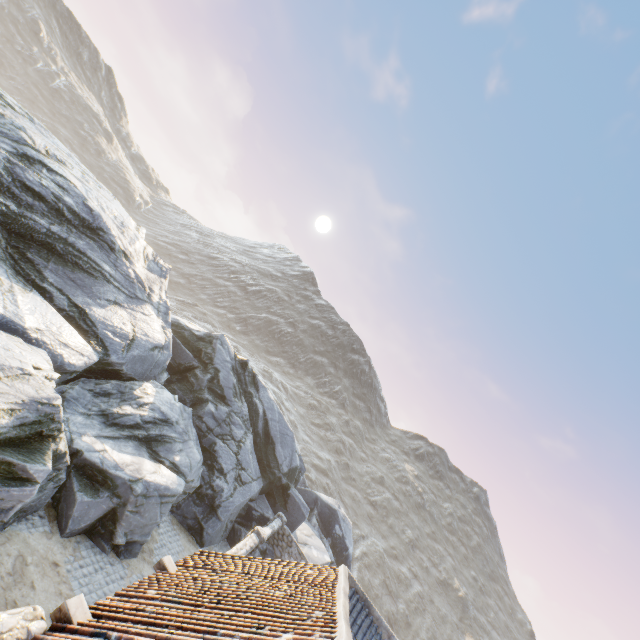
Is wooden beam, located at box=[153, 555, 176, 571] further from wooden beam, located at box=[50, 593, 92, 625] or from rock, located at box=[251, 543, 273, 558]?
rock, located at box=[251, 543, 273, 558]

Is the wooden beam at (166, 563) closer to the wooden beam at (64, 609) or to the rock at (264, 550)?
the wooden beam at (64, 609)

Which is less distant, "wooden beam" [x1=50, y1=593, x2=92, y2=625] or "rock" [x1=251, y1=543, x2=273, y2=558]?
"wooden beam" [x1=50, y1=593, x2=92, y2=625]

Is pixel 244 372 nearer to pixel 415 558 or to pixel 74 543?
pixel 74 543

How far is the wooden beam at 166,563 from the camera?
7.48m

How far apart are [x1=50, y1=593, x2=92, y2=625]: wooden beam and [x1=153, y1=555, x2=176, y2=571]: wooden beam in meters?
2.6

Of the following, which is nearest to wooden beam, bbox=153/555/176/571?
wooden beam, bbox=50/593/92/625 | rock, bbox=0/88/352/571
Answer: wooden beam, bbox=50/593/92/625
